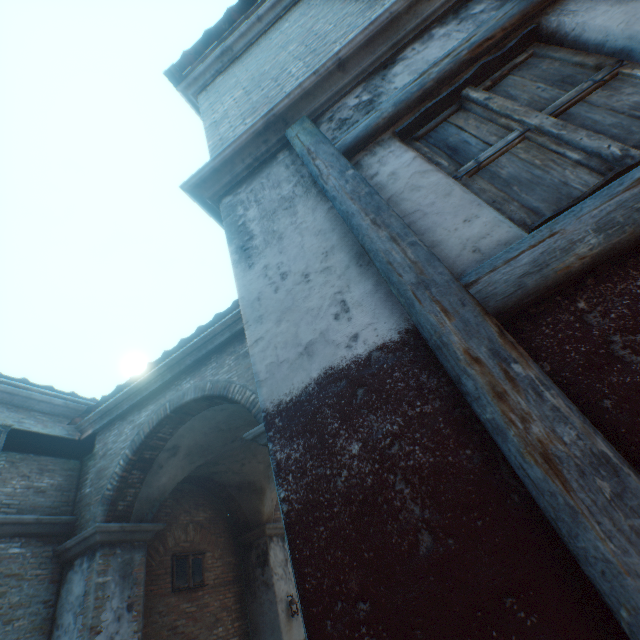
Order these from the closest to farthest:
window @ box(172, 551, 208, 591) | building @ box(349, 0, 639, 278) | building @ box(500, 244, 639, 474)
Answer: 1. building @ box(500, 244, 639, 474)
2. building @ box(349, 0, 639, 278)
3. window @ box(172, 551, 208, 591)

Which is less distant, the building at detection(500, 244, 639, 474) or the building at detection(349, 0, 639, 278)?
the building at detection(500, 244, 639, 474)

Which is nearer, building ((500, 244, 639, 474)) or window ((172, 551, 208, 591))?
building ((500, 244, 639, 474))

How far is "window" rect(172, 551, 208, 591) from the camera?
7.7 meters

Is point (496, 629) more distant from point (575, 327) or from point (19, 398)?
point (19, 398)

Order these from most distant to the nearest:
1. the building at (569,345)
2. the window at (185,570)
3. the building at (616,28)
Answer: the window at (185,570)
the building at (616,28)
the building at (569,345)

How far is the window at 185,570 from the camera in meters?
7.7
